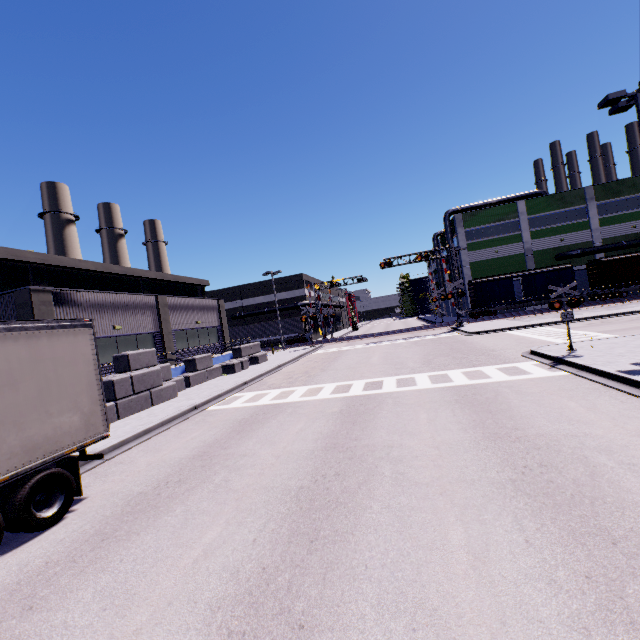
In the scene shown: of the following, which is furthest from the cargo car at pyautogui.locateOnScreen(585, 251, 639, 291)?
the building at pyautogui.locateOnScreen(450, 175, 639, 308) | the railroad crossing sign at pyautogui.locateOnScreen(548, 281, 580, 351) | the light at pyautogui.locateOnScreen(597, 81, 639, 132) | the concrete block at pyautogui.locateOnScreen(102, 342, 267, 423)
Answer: the railroad crossing sign at pyautogui.locateOnScreen(548, 281, 580, 351)

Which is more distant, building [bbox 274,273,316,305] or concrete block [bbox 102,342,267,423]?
building [bbox 274,273,316,305]

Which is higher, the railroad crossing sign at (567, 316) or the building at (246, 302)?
the building at (246, 302)

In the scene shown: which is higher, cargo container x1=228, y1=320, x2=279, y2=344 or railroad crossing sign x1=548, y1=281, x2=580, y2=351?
→ cargo container x1=228, y1=320, x2=279, y2=344

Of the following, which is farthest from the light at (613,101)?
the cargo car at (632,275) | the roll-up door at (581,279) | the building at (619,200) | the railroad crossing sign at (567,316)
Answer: the roll-up door at (581,279)

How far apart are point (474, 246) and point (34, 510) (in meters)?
49.46

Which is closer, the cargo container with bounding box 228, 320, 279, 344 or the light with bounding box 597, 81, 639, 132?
the light with bounding box 597, 81, 639, 132

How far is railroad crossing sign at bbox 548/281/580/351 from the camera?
13.27m
